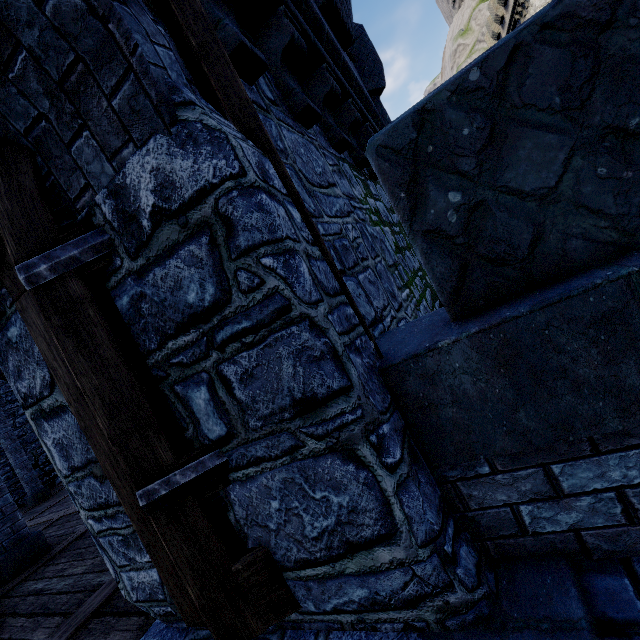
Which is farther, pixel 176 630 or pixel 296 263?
pixel 176 630

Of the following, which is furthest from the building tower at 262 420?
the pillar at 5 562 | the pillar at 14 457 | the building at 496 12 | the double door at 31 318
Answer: the building at 496 12

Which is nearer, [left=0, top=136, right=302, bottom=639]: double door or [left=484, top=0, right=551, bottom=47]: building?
[left=0, top=136, right=302, bottom=639]: double door

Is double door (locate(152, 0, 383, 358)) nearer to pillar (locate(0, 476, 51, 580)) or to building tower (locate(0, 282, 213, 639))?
building tower (locate(0, 282, 213, 639))

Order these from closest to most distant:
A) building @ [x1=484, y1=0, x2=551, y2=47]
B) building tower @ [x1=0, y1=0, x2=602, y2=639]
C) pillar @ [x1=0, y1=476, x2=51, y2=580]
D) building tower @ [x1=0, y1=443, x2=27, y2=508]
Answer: building tower @ [x1=0, y1=0, x2=602, y2=639] < pillar @ [x1=0, y1=476, x2=51, y2=580] < building tower @ [x1=0, y1=443, x2=27, y2=508] < building @ [x1=484, y1=0, x2=551, y2=47]

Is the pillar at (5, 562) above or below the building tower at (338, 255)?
below

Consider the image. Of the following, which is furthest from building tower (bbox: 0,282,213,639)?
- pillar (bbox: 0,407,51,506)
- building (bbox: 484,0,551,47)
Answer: building (bbox: 484,0,551,47)
